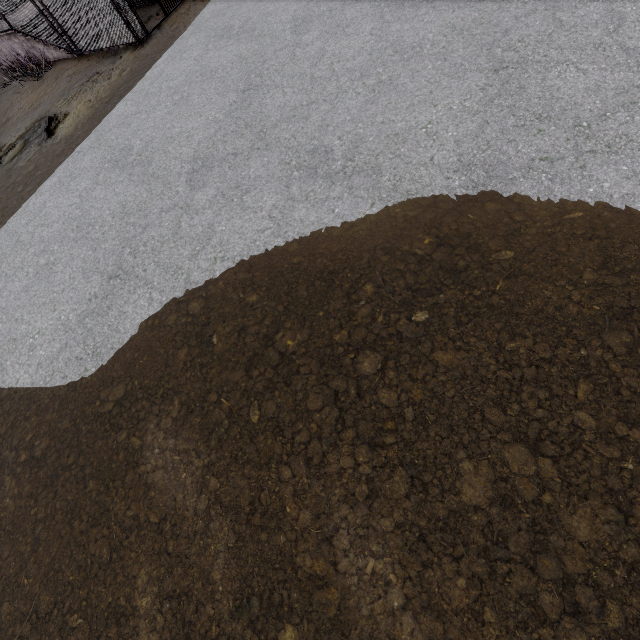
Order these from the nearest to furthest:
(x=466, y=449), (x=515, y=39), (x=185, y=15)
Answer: (x=466, y=449) → (x=515, y=39) → (x=185, y=15)
